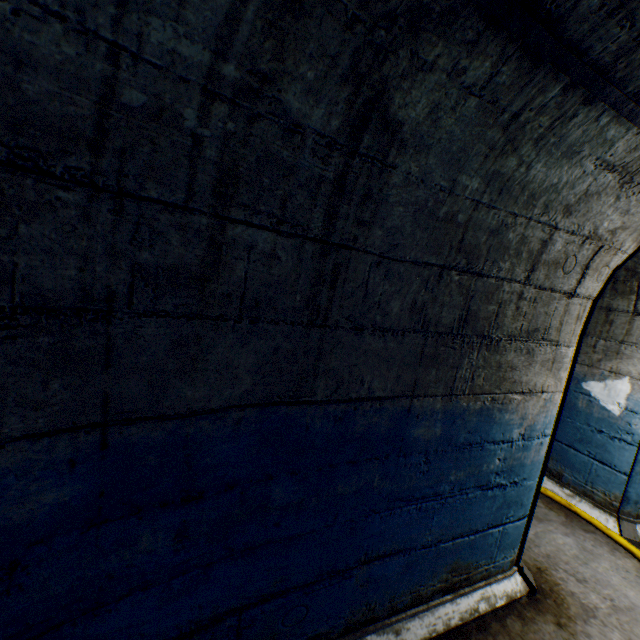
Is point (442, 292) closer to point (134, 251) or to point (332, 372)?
point (332, 372)
